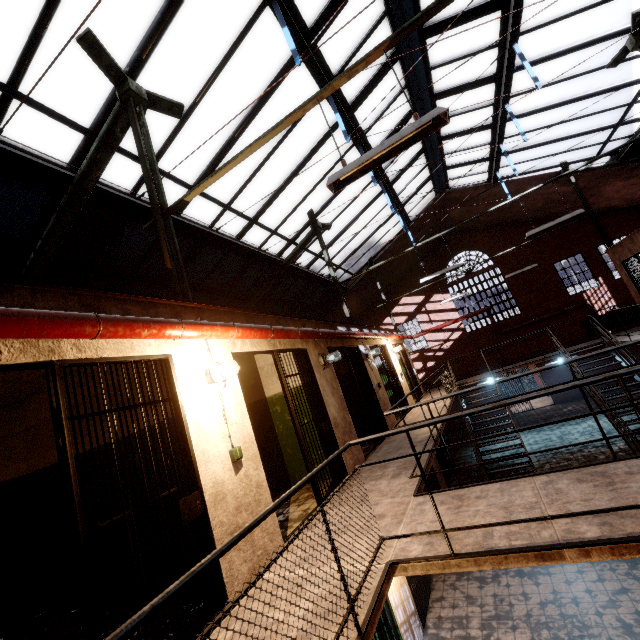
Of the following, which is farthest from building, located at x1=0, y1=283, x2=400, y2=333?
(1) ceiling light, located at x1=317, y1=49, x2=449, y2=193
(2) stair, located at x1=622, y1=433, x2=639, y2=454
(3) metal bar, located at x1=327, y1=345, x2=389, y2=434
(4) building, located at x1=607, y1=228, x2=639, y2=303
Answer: (4) building, located at x1=607, y1=228, x2=639, y2=303

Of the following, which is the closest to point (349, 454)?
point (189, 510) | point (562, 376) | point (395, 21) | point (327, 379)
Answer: point (327, 379)

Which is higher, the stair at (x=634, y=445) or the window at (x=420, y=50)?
the window at (x=420, y=50)

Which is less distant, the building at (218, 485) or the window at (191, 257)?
the building at (218, 485)

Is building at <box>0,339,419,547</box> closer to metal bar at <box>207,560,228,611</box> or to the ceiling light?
metal bar at <box>207,560,228,611</box>

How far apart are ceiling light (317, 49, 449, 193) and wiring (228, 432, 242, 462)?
2.46m

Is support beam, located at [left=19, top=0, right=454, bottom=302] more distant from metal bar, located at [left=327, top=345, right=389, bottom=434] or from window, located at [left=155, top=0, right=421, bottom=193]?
metal bar, located at [left=327, top=345, right=389, bottom=434]

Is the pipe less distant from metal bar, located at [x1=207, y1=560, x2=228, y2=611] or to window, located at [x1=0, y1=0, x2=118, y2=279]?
metal bar, located at [x1=207, y1=560, x2=228, y2=611]
